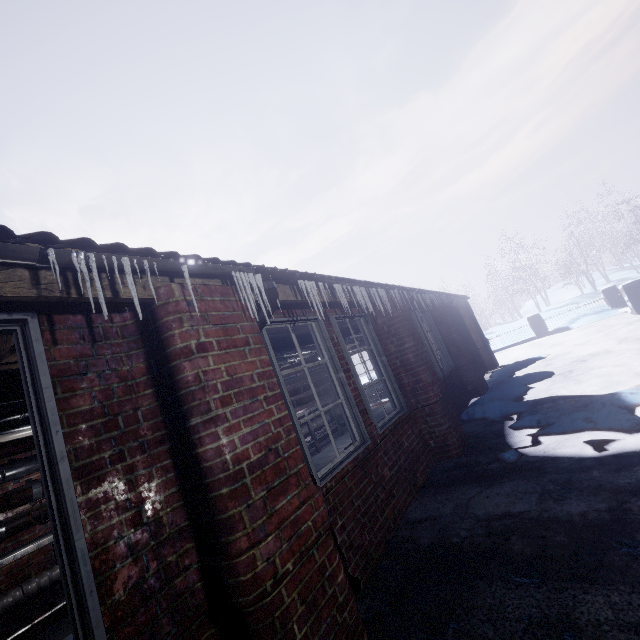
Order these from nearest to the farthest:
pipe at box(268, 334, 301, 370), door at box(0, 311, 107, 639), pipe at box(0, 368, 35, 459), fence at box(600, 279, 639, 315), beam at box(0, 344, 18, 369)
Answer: door at box(0, 311, 107, 639)
pipe at box(0, 368, 35, 459)
beam at box(0, 344, 18, 369)
pipe at box(268, 334, 301, 370)
fence at box(600, 279, 639, 315)

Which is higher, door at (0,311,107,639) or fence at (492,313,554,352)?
door at (0,311,107,639)

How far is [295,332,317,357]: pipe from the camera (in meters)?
4.15

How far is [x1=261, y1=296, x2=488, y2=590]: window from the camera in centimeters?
240cm

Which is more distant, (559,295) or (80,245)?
(559,295)

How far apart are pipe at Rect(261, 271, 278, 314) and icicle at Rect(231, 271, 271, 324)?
0.1 meters

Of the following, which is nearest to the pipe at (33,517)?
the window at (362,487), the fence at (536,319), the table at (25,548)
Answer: the table at (25,548)

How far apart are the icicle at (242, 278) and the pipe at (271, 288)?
0.1 meters
